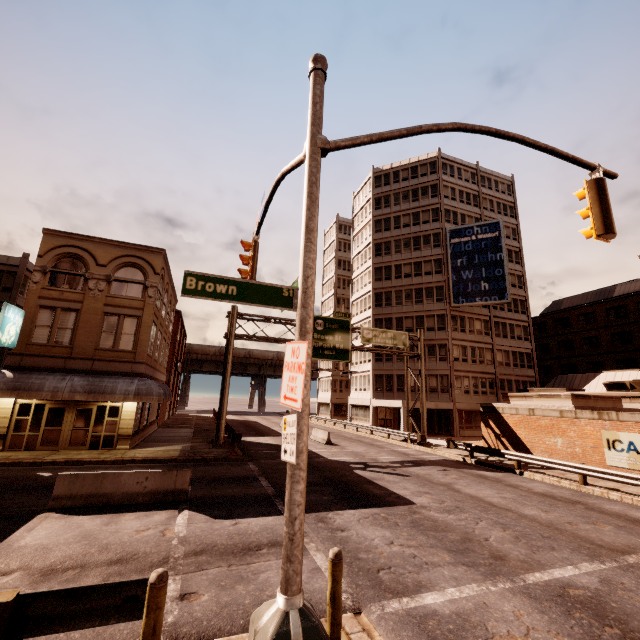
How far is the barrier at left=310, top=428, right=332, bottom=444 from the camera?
26.71m

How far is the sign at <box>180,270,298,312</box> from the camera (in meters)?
4.16

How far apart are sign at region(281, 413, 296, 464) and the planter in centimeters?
2265cm

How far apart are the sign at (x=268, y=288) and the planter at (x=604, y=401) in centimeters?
2275cm

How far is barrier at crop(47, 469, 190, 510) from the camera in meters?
10.1 m

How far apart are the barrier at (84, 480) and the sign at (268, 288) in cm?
978

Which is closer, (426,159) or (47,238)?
(47,238)

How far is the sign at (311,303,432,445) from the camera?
26.45m
